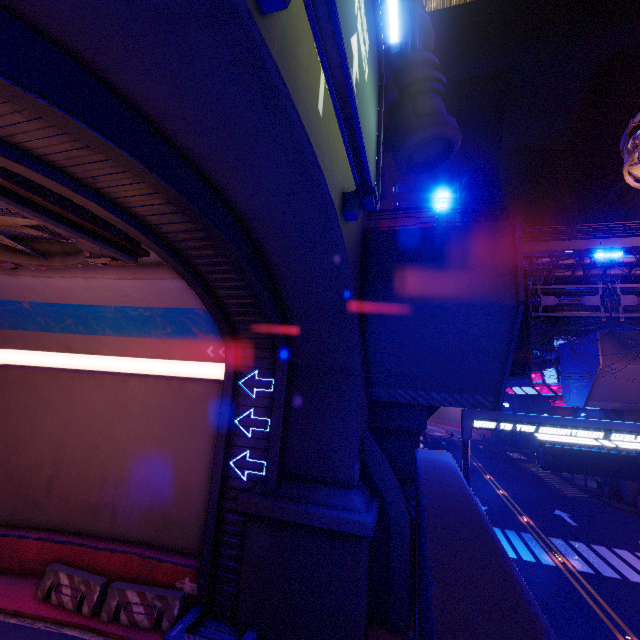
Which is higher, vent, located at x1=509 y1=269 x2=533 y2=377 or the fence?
vent, located at x1=509 y1=269 x2=533 y2=377

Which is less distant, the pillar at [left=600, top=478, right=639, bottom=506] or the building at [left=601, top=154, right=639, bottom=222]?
the pillar at [left=600, top=478, right=639, bottom=506]

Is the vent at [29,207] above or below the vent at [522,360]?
above

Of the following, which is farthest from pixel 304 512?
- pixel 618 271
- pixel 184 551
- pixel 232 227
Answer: pixel 618 271

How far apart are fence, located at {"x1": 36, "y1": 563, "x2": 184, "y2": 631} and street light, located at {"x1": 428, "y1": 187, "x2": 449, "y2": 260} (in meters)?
13.58

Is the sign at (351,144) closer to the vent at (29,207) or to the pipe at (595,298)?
the vent at (29,207)

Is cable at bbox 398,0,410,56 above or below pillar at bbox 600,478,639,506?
above

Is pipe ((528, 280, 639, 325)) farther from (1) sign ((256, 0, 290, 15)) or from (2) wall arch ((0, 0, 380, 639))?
(1) sign ((256, 0, 290, 15))
